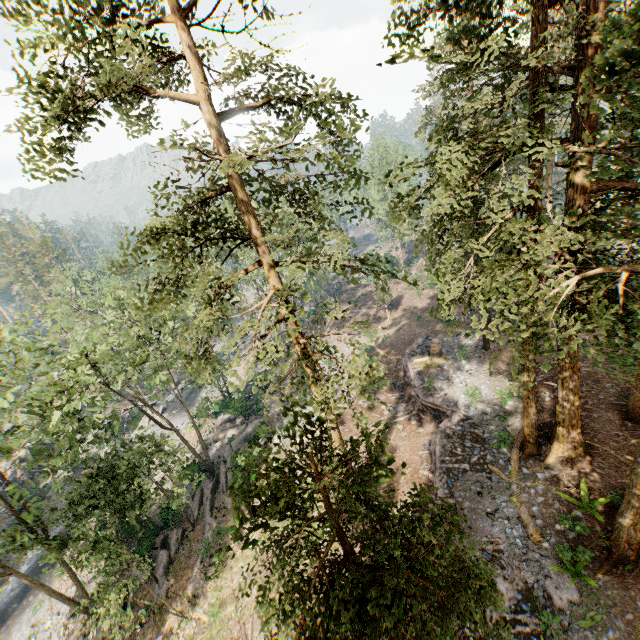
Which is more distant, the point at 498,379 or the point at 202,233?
the point at 498,379

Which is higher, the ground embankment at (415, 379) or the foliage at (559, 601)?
the foliage at (559, 601)

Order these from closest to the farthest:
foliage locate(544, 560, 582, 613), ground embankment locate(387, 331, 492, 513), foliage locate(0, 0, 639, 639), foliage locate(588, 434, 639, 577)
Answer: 1. foliage locate(0, 0, 639, 639)
2. foliage locate(588, 434, 639, 577)
3. foliage locate(544, 560, 582, 613)
4. ground embankment locate(387, 331, 492, 513)

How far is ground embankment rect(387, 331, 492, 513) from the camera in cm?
1800

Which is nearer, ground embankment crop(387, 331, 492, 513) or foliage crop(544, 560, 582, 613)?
foliage crop(544, 560, 582, 613)

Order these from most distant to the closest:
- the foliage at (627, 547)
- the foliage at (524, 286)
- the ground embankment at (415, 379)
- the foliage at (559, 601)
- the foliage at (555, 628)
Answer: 1. the ground embankment at (415, 379)
2. the foliage at (559, 601)
3. the foliage at (555, 628)
4. the foliage at (627, 547)
5. the foliage at (524, 286)

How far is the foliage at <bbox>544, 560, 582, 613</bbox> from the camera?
12.0 meters

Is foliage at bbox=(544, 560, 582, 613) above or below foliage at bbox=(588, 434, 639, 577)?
below
